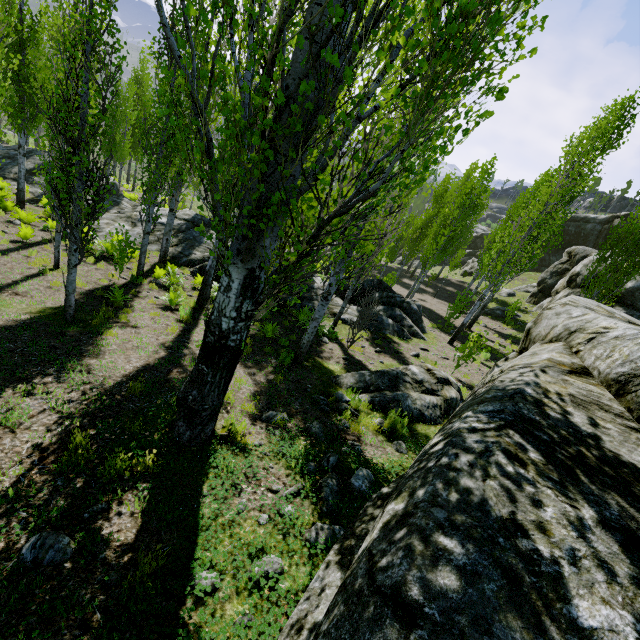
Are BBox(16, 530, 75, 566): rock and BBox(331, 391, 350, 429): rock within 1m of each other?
no

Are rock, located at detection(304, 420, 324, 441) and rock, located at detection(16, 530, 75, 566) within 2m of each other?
no

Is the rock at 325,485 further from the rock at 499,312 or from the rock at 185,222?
the rock at 185,222

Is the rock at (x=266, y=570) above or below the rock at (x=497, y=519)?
below

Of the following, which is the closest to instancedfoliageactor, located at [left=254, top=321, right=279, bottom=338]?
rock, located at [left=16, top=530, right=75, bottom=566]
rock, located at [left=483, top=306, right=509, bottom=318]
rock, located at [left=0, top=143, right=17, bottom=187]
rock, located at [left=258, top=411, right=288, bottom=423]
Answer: rock, located at [left=0, top=143, right=17, bottom=187]

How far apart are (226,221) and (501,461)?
2.9m

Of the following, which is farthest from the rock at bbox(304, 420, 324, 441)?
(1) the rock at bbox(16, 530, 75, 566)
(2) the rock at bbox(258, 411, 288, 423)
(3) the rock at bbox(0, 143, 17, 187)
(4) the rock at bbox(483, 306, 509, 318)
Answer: (4) the rock at bbox(483, 306, 509, 318)

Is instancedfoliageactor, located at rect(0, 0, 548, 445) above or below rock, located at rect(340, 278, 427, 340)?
above
